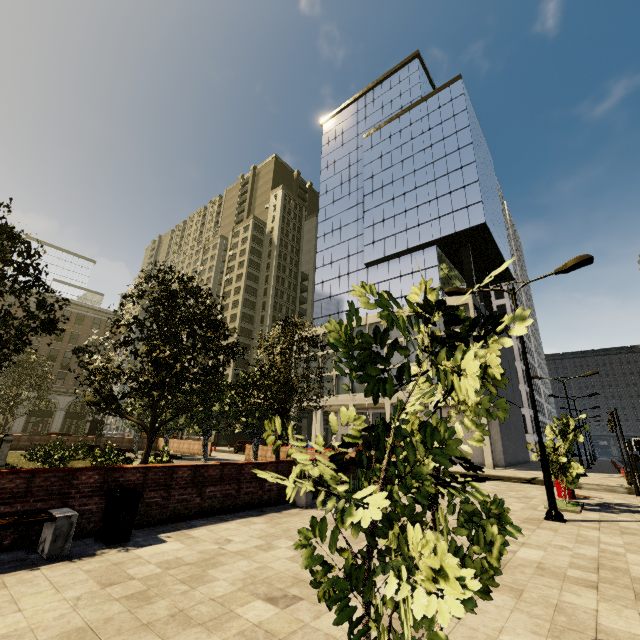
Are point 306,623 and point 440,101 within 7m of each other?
no

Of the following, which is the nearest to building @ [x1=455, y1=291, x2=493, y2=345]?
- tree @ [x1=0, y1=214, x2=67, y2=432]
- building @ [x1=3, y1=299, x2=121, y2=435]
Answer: building @ [x1=3, y1=299, x2=121, y2=435]

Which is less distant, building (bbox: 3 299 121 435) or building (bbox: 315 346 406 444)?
building (bbox: 315 346 406 444)

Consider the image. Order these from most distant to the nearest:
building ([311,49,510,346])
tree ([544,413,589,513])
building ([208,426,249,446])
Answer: building ([208,426,249,446]) < building ([311,49,510,346]) < tree ([544,413,589,513])

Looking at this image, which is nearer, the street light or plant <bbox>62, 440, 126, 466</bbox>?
the street light

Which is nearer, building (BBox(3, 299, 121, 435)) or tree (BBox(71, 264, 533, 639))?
tree (BBox(71, 264, 533, 639))

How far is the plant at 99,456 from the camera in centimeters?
1603cm

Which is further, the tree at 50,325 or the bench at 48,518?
the tree at 50,325
